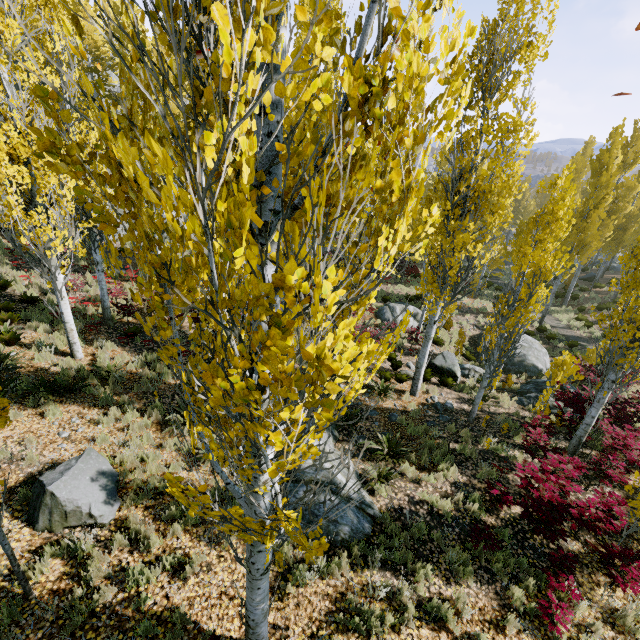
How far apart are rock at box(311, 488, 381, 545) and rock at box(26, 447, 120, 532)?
2.6 meters

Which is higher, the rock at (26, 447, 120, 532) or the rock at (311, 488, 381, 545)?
the rock at (26, 447, 120, 532)

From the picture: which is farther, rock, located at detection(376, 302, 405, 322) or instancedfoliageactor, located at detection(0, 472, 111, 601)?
rock, located at detection(376, 302, 405, 322)

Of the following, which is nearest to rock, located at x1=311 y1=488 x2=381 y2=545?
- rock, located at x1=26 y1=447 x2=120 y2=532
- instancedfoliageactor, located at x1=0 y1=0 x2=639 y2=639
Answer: instancedfoliageactor, located at x1=0 y1=0 x2=639 y2=639

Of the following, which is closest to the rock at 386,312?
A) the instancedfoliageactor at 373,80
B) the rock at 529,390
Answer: the instancedfoliageactor at 373,80

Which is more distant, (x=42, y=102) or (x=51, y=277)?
(x=51, y=277)

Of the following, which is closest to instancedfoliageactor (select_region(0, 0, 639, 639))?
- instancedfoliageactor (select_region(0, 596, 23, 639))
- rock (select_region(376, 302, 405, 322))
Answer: rock (select_region(376, 302, 405, 322))

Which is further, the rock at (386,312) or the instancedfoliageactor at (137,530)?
the rock at (386,312)
